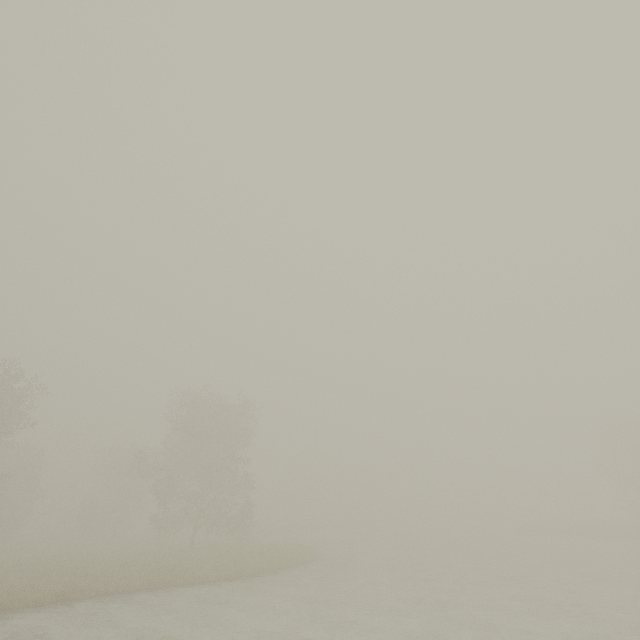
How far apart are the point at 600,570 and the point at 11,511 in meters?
59.6 m
